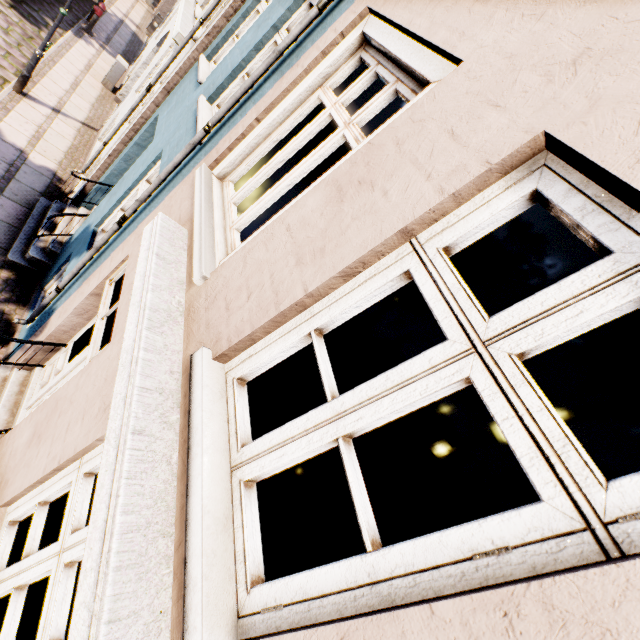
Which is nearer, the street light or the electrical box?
the street light

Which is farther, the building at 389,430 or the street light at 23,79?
the street light at 23,79

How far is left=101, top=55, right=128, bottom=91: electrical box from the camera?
11.2m

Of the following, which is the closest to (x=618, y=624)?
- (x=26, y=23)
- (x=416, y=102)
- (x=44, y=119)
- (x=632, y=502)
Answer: (x=632, y=502)

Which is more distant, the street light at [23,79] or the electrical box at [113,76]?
the electrical box at [113,76]

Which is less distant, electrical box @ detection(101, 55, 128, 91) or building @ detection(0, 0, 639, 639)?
building @ detection(0, 0, 639, 639)

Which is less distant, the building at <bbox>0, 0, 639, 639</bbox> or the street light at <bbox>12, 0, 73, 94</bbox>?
the building at <bbox>0, 0, 639, 639</bbox>

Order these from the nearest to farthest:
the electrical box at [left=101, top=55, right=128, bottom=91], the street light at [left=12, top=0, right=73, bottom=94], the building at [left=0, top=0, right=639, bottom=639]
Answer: the building at [left=0, top=0, right=639, bottom=639] < the street light at [left=12, top=0, right=73, bottom=94] < the electrical box at [left=101, top=55, right=128, bottom=91]
